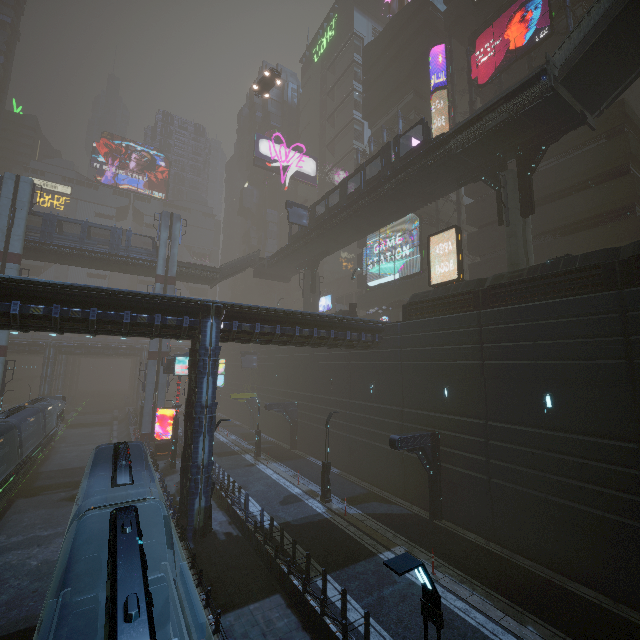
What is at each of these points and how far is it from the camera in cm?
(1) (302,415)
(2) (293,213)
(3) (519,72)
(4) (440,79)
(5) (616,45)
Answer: (1) building, 3334
(2) sign, 3575
(3) building, 2912
(4) building, 4191
(5) stairs, 1581

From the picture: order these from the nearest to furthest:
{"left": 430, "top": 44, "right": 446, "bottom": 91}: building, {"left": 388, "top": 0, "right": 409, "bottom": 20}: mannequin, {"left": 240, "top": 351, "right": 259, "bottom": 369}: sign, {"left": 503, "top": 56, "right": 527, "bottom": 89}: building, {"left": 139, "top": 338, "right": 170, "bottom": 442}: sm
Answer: {"left": 503, "top": 56, "right": 527, "bottom": 89}: building < {"left": 139, "top": 338, "right": 170, "bottom": 442}: sm < {"left": 430, "top": 44, "right": 446, "bottom": 91}: building < {"left": 240, "top": 351, "right": 259, "bottom": 369}: sign < {"left": 388, "top": 0, "right": 409, "bottom": 20}: mannequin

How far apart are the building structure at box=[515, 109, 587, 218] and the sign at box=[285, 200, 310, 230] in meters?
21.0

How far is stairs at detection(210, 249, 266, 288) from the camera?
43.8m

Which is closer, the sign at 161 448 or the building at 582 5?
the building at 582 5

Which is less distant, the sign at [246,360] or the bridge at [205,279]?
the bridge at [205,279]

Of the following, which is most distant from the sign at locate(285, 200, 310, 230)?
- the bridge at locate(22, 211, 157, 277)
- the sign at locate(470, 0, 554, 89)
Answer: the sign at locate(470, 0, 554, 89)

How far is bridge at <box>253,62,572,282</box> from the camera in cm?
1820
